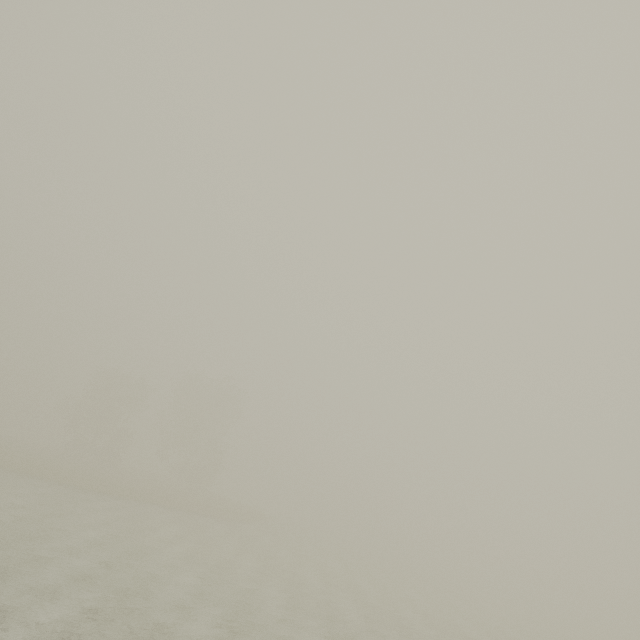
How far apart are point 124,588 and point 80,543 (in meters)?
5.73
